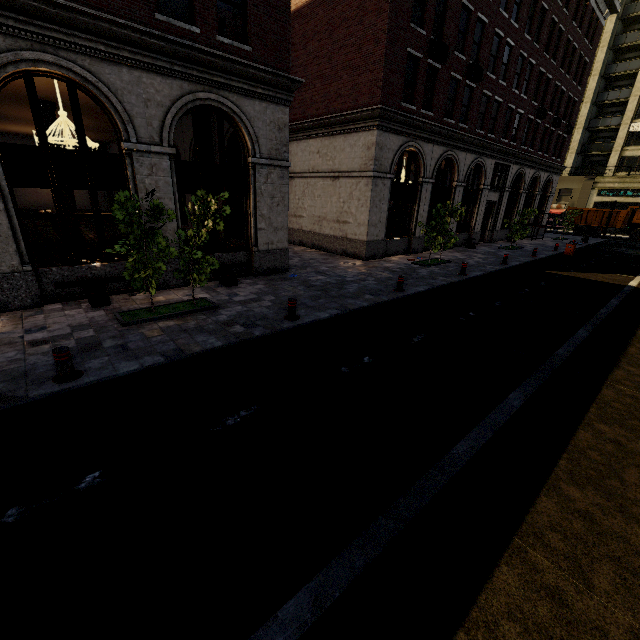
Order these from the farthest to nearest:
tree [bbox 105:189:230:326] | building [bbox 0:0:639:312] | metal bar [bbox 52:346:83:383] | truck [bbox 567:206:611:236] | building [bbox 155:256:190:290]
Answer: truck [bbox 567:206:611:236] < building [bbox 155:256:190:290] < building [bbox 0:0:639:312] < tree [bbox 105:189:230:326] < metal bar [bbox 52:346:83:383]

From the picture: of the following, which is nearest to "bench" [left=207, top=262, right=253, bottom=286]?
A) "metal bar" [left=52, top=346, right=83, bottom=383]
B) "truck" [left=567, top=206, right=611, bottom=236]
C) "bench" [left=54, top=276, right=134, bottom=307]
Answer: "bench" [left=54, top=276, right=134, bottom=307]

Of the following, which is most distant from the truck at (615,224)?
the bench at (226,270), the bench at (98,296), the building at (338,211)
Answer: the bench at (98,296)

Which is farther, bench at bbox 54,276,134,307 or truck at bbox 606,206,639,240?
truck at bbox 606,206,639,240

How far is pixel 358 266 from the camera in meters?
15.8 m

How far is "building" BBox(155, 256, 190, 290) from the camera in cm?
1064

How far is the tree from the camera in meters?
7.2 m

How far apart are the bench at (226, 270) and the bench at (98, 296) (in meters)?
2.26
